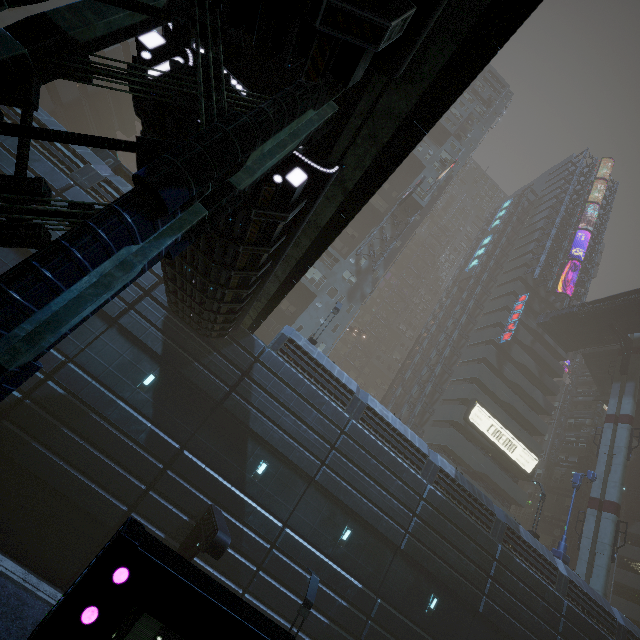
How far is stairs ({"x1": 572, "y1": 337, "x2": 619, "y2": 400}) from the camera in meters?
39.2 m

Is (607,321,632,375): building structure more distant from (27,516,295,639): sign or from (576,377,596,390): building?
(27,516,295,639): sign

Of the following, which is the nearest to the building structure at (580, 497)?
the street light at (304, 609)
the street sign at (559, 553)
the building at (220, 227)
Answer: the building at (220, 227)

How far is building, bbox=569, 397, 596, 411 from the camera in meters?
48.7

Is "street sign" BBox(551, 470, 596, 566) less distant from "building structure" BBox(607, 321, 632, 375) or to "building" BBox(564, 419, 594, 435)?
"building" BBox(564, 419, 594, 435)

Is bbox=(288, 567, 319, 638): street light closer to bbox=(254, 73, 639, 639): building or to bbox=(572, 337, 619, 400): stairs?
bbox=(254, 73, 639, 639): building

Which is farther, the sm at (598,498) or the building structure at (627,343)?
the building structure at (627,343)

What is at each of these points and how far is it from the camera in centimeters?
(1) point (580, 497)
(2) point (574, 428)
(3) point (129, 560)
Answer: (1) building structure, 4003cm
(2) building, 4778cm
(3) sign, 285cm
